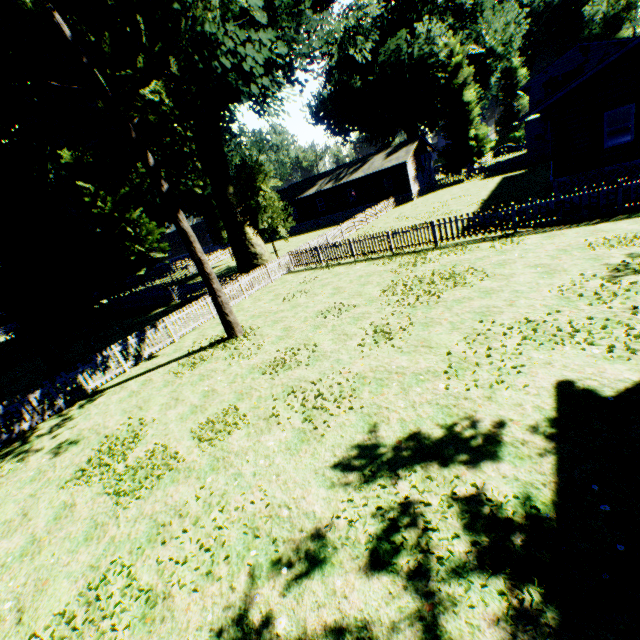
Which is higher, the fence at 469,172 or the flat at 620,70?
the flat at 620,70

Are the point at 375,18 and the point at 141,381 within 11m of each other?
no

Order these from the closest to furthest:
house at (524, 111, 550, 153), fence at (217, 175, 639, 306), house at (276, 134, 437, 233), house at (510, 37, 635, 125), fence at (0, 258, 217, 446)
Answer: fence at (0, 258, 217, 446), fence at (217, 175, 639, 306), house at (524, 111, 550, 153), house at (510, 37, 635, 125), house at (276, 134, 437, 233)

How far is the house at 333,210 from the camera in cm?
3728

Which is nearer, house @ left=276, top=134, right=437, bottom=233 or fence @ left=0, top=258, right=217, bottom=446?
fence @ left=0, top=258, right=217, bottom=446

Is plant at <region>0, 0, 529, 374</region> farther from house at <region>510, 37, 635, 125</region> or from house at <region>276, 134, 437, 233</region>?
house at <region>510, 37, 635, 125</region>

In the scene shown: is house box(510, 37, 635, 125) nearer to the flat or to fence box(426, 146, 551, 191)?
fence box(426, 146, 551, 191)

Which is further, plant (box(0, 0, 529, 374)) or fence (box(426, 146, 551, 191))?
fence (box(426, 146, 551, 191))
